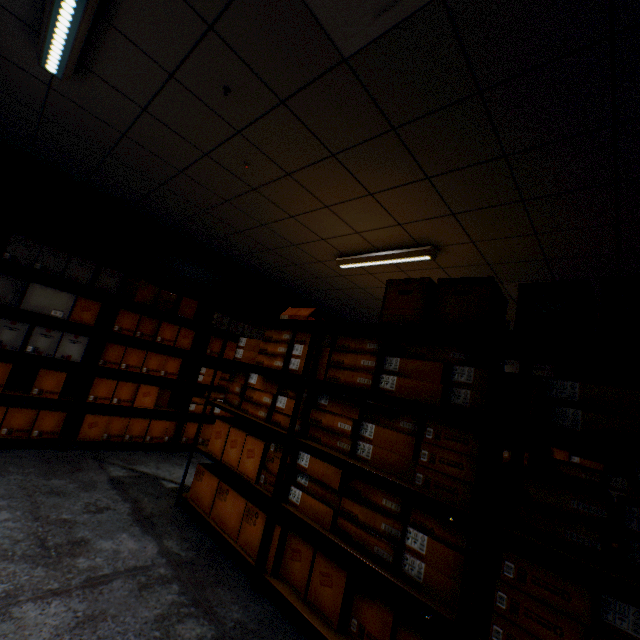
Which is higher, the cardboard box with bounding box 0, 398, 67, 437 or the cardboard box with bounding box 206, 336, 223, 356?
the cardboard box with bounding box 206, 336, 223, 356

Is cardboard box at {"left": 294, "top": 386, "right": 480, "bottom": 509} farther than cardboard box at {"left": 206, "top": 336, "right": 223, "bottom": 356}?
No

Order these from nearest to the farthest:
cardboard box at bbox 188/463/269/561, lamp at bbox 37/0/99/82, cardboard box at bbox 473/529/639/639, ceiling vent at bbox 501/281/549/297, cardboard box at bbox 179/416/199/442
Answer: cardboard box at bbox 473/529/639/639
lamp at bbox 37/0/99/82
cardboard box at bbox 188/463/269/561
ceiling vent at bbox 501/281/549/297
cardboard box at bbox 179/416/199/442

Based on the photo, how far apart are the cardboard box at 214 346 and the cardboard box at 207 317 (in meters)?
0.16

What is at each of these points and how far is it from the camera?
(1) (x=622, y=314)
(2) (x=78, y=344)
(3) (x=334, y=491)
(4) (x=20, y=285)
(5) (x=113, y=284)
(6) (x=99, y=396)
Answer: (1) cardboard box, 1.31m
(2) cardboard box, 3.56m
(3) cardboard box, 1.94m
(4) cardboard box, 3.27m
(5) cardboard box, 3.83m
(6) cardboard box, 3.74m

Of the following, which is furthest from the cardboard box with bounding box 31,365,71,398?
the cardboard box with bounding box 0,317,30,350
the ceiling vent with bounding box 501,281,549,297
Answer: the ceiling vent with bounding box 501,281,549,297

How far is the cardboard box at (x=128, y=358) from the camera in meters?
3.8

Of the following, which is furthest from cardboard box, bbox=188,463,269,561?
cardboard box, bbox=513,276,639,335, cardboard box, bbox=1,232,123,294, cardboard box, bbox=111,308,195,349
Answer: cardboard box, bbox=1,232,123,294
